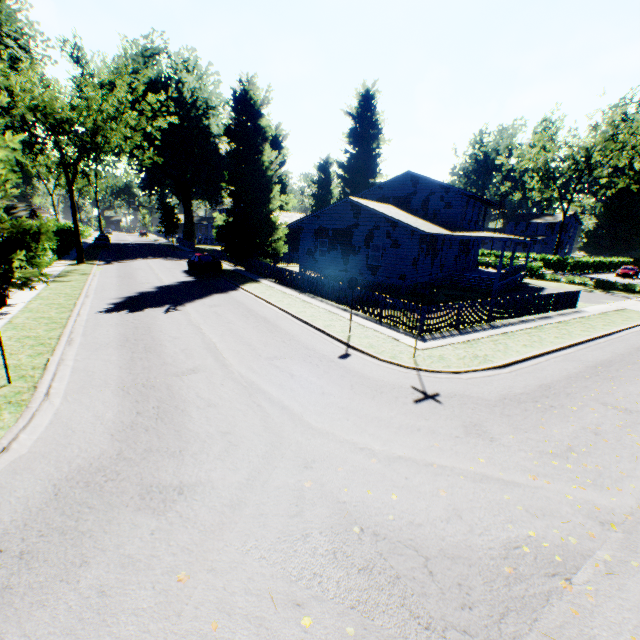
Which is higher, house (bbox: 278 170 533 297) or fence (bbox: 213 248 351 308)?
house (bbox: 278 170 533 297)

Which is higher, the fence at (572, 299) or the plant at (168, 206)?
the plant at (168, 206)

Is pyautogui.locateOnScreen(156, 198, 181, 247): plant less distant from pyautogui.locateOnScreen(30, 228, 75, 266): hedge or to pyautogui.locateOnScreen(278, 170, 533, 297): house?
pyautogui.locateOnScreen(278, 170, 533, 297): house

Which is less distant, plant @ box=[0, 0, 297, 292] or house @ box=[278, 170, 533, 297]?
plant @ box=[0, 0, 297, 292]

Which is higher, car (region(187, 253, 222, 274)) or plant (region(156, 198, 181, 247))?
plant (region(156, 198, 181, 247))

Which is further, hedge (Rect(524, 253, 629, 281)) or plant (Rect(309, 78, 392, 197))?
plant (Rect(309, 78, 392, 197))

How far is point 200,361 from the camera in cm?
988

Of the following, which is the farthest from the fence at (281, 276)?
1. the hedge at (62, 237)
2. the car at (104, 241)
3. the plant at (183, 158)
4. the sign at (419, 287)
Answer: the car at (104, 241)
